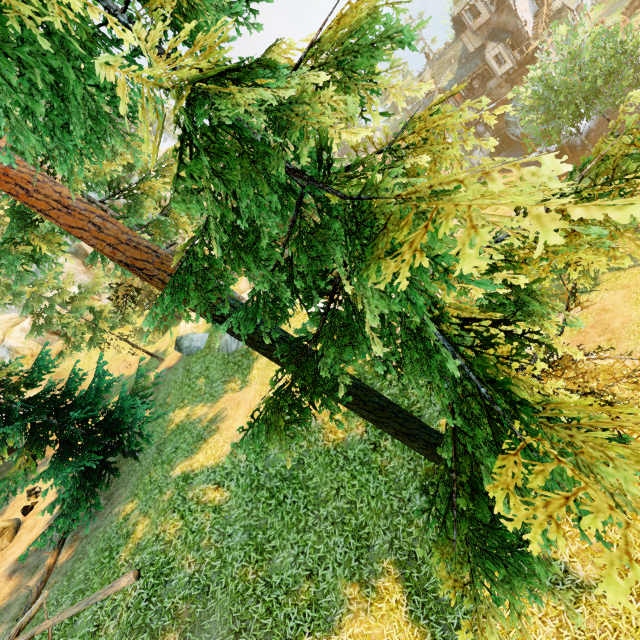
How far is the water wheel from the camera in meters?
39.1 m

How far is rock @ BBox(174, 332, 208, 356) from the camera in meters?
18.8

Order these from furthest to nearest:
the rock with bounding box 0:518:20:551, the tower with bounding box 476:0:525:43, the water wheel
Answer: the water wheel < the tower with bounding box 476:0:525:43 < the rock with bounding box 0:518:20:551

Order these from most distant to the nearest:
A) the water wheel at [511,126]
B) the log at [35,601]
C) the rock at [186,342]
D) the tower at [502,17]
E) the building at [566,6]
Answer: the water wheel at [511,126] → the building at [566,6] → the tower at [502,17] → the rock at [186,342] → the log at [35,601]

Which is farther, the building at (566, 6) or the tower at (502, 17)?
the building at (566, 6)

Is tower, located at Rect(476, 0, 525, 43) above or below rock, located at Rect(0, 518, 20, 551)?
below

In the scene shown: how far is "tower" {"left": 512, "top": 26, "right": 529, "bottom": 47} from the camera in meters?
34.4

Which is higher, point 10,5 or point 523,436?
point 10,5
